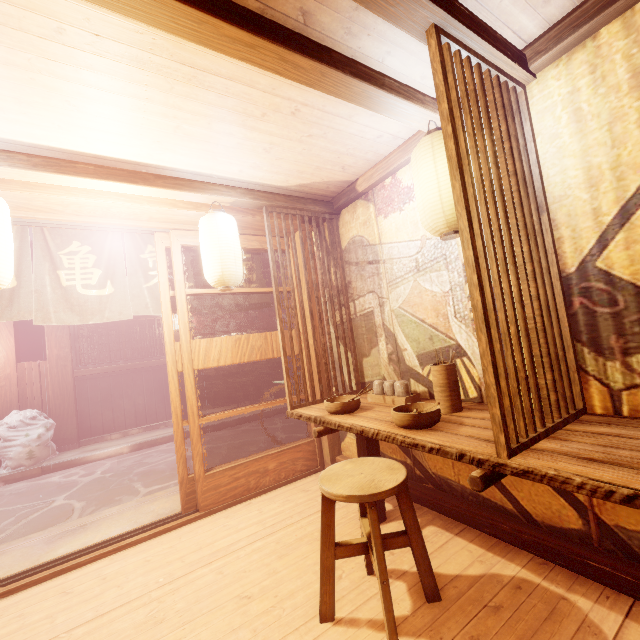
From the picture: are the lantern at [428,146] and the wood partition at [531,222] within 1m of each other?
yes

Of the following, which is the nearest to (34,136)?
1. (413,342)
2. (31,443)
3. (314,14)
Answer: Result: (314,14)

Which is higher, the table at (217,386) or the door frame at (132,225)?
the door frame at (132,225)

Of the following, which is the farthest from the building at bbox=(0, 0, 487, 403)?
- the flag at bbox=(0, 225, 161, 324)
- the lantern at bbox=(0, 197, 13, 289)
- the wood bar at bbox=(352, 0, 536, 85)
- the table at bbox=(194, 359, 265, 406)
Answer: the table at bbox=(194, 359, 265, 406)

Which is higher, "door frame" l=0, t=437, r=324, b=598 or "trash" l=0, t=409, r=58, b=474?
"trash" l=0, t=409, r=58, b=474

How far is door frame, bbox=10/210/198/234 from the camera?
4.8m

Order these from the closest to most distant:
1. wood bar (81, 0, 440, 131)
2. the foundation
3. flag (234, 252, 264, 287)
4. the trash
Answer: wood bar (81, 0, 440, 131) → flag (234, 252, 264, 287) → the trash → the foundation

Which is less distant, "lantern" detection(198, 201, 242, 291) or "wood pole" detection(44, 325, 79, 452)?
"lantern" detection(198, 201, 242, 291)
